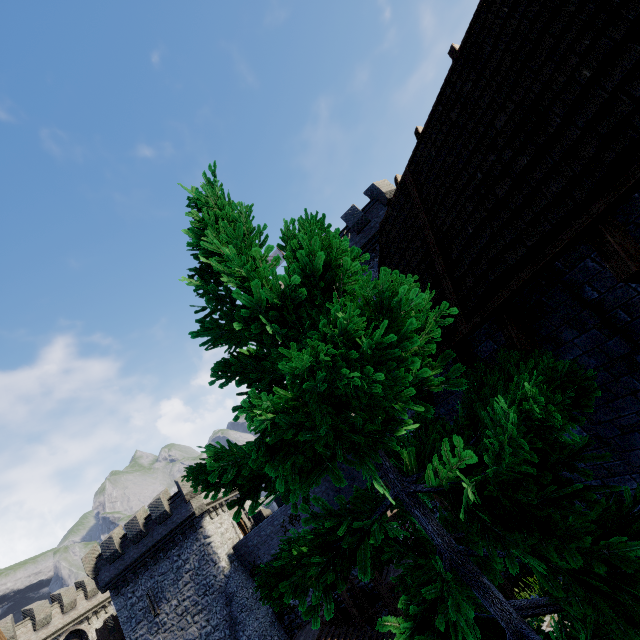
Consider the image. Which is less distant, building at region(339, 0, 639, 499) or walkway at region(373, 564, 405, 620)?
building at region(339, 0, 639, 499)

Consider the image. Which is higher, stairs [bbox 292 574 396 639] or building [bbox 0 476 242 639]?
building [bbox 0 476 242 639]

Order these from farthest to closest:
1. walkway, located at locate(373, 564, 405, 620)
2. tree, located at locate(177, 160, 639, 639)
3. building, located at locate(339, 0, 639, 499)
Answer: walkway, located at locate(373, 564, 405, 620) → building, located at locate(339, 0, 639, 499) → tree, located at locate(177, 160, 639, 639)

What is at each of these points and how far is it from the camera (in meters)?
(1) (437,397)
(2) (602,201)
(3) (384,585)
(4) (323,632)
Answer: (1) building, 6.17
(2) building, 2.67
(3) walkway, 19.28
(4) stairs, 19.89

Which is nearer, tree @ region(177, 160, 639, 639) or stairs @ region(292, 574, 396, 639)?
tree @ region(177, 160, 639, 639)

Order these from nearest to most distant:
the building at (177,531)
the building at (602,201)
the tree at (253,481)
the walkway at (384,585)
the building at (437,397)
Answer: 1. the tree at (253,481)
2. the building at (602,201)
3. the building at (437,397)
4. the walkway at (384,585)
5. the building at (177,531)

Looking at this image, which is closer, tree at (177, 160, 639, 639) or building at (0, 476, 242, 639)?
tree at (177, 160, 639, 639)

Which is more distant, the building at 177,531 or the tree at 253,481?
the building at 177,531
